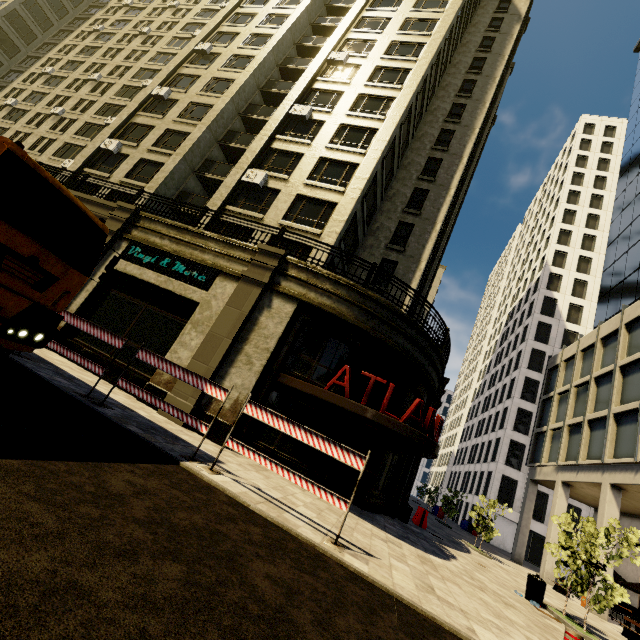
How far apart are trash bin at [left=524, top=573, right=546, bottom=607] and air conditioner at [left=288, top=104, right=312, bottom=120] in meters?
24.1 m

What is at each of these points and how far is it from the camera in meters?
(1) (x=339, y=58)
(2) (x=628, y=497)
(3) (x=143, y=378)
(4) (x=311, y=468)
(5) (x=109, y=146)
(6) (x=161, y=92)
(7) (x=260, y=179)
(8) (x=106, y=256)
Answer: (1) air conditioner, 22.0
(2) building, 17.6
(3) building, 11.5
(4) building, 11.7
(5) air conditioner, 21.9
(6) air conditioner, 23.9
(7) air conditioner, 18.1
(8) building, 14.1

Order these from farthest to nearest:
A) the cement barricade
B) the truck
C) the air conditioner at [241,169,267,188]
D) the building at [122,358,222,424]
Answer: the air conditioner at [241,169,267,188] < the cement barricade < the building at [122,358,222,424] < the truck

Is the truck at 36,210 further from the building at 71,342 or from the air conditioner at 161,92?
the air conditioner at 161,92

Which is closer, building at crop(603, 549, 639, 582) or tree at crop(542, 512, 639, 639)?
tree at crop(542, 512, 639, 639)

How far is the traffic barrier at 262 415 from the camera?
5.8m

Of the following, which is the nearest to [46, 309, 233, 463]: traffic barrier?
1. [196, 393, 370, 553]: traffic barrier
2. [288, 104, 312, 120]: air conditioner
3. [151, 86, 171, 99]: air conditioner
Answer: [196, 393, 370, 553]: traffic barrier

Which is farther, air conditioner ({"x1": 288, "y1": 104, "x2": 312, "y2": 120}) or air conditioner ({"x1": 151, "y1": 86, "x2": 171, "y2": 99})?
air conditioner ({"x1": 151, "y1": 86, "x2": 171, "y2": 99})
